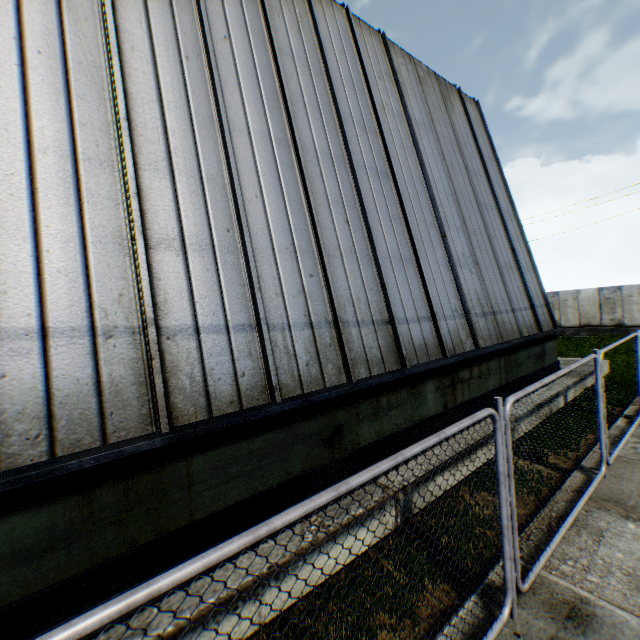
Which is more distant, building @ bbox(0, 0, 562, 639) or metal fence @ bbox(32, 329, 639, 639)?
building @ bbox(0, 0, 562, 639)

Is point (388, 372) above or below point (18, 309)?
below

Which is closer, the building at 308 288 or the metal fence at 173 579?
the metal fence at 173 579
